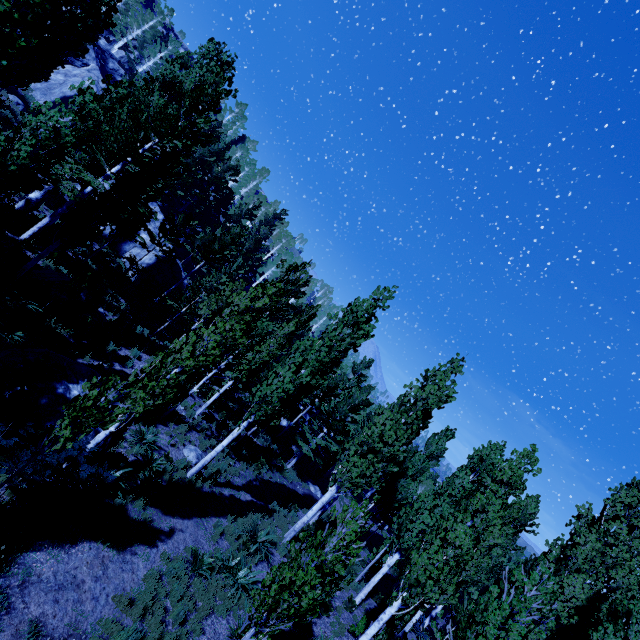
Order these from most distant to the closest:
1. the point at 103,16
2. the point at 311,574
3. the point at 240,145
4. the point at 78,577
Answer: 1. the point at 240,145
2. the point at 103,16
3. the point at 78,577
4. the point at 311,574

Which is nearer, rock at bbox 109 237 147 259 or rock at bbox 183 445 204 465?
rock at bbox 183 445 204 465

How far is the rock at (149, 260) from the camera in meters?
24.9

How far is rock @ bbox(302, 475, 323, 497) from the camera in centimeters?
2595cm

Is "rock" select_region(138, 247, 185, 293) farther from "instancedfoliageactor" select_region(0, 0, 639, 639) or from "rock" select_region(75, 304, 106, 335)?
"rock" select_region(75, 304, 106, 335)

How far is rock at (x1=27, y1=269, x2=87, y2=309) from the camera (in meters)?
13.81

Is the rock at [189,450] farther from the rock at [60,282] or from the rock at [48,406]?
the rock at [60,282]

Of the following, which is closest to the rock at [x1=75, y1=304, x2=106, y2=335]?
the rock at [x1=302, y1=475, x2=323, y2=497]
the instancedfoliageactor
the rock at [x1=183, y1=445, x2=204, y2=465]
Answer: the instancedfoliageactor
